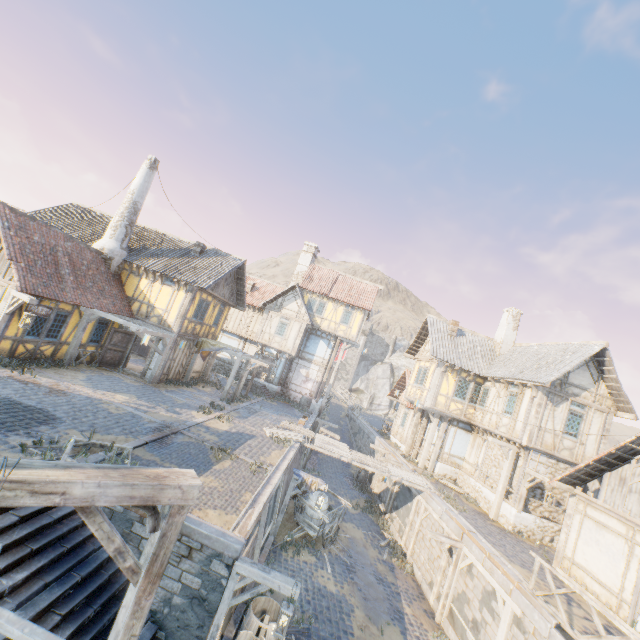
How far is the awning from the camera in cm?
1509

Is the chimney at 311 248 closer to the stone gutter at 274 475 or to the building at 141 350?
the building at 141 350

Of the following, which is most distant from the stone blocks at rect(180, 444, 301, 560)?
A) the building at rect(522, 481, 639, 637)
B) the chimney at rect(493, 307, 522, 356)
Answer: the chimney at rect(493, 307, 522, 356)

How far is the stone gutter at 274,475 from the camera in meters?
8.1

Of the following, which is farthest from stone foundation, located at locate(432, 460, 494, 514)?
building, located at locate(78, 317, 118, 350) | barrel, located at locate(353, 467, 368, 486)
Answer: building, located at locate(78, 317, 118, 350)

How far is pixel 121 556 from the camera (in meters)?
2.64

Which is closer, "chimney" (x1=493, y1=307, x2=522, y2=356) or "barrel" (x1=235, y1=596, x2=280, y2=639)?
"barrel" (x1=235, y1=596, x2=280, y2=639)

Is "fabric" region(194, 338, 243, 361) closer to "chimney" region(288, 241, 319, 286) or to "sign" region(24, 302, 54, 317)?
"sign" region(24, 302, 54, 317)
